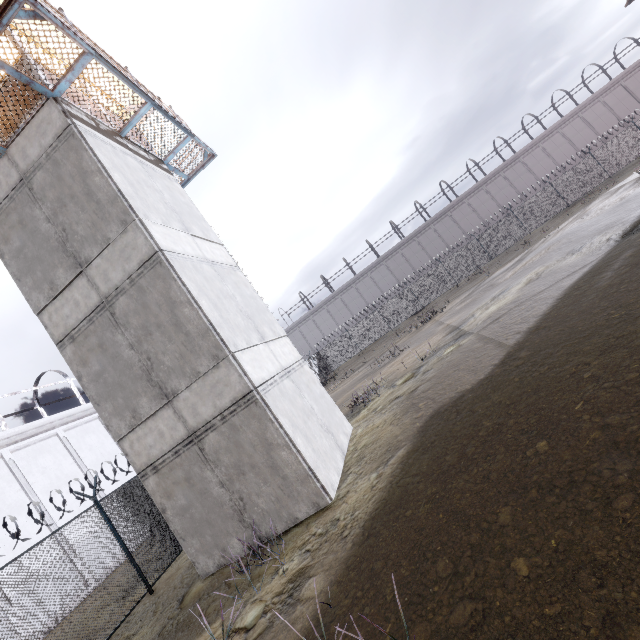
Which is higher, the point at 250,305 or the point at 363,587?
the point at 250,305

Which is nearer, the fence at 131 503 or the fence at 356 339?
the fence at 131 503

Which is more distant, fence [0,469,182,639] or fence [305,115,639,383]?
fence [305,115,639,383]

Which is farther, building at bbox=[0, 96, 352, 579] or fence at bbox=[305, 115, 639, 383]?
fence at bbox=[305, 115, 639, 383]

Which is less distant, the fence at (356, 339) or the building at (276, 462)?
the building at (276, 462)
